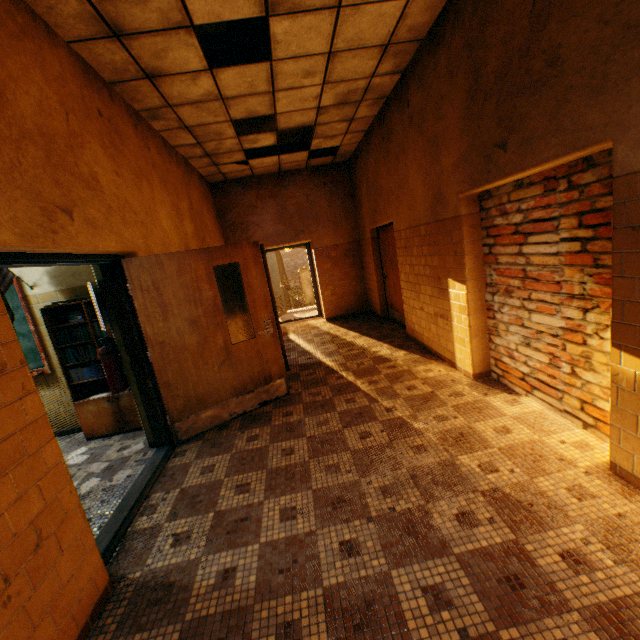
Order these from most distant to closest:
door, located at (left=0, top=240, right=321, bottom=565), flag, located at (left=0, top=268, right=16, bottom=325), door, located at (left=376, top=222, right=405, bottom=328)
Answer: door, located at (left=376, top=222, right=405, bottom=328), flag, located at (left=0, top=268, right=16, bottom=325), door, located at (left=0, top=240, right=321, bottom=565)

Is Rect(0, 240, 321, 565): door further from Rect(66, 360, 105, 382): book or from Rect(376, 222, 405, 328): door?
Rect(376, 222, 405, 328): door

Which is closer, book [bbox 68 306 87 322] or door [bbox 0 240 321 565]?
door [bbox 0 240 321 565]

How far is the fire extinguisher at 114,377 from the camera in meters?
3.4 m

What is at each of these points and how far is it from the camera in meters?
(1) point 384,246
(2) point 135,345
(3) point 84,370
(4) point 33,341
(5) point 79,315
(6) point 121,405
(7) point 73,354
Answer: (1) door, 7.1
(2) door, 3.4
(3) book, 4.1
(4) blackboard, 4.2
(5) book, 4.0
(6) bookcase, 4.2
(7) book, 4.0

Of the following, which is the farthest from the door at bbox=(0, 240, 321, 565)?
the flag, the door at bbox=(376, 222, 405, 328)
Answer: the door at bbox=(376, 222, 405, 328)

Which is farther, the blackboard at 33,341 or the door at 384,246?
the door at 384,246

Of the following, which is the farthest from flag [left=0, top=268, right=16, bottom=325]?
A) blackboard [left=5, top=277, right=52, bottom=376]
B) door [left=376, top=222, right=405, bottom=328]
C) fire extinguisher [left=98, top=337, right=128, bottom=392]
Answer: door [left=376, top=222, right=405, bottom=328]
